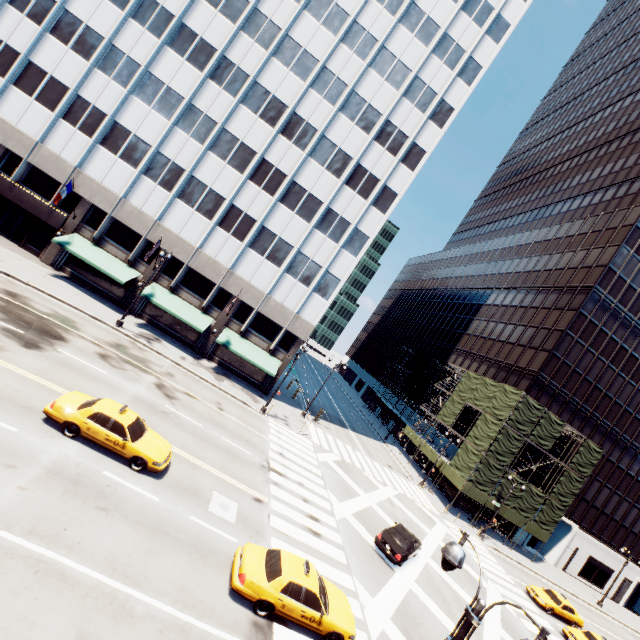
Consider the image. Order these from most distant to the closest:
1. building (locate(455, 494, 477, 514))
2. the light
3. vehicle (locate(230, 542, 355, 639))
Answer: building (locate(455, 494, 477, 514))
vehicle (locate(230, 542, 355, 639))
the light

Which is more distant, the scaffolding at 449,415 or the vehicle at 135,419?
the scaffolding at 449,415

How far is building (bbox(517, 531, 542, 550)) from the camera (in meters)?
41.41

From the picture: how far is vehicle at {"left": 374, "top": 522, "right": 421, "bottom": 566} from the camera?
18.7 meters

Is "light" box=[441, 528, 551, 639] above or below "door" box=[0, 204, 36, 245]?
above

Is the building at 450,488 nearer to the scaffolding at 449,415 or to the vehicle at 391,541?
the scaffolding at 449,415

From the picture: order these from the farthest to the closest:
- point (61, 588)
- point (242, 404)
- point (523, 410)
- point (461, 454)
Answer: point (461, 454) < point (523, 410) < point (242, 404) < point (61, 588)

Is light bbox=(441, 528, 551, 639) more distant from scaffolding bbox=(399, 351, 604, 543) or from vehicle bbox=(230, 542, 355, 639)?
scaffolding bbox=(399, 351, 604, 543)
